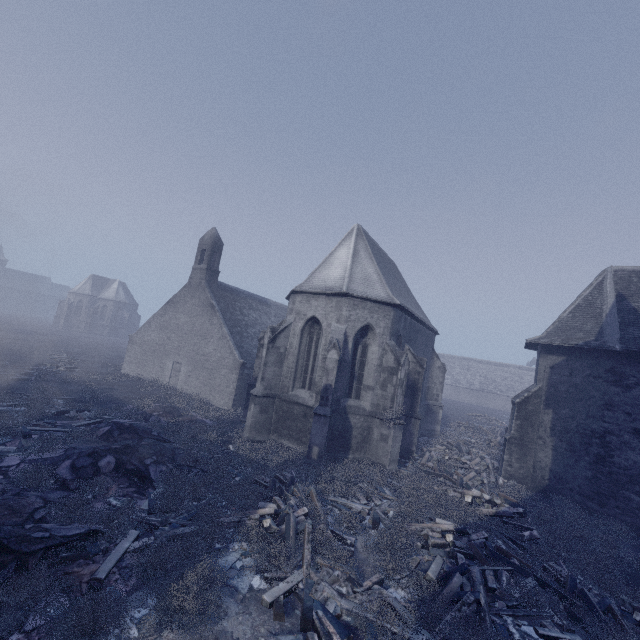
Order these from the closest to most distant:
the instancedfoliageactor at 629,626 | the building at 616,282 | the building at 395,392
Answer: the instancedfoliageactor at 629,626 → the building at 616,282 → the building at 395,392

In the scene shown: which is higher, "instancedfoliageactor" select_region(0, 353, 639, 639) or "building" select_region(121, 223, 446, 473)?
"building" select_region(121, 223, 446, 473)

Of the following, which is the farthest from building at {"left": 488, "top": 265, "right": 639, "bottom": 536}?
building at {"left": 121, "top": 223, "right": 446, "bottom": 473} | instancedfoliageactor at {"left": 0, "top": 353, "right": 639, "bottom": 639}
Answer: instancedfoliageactor at {"left": 0, "top": 353, "right": 639, "bottom": 639}

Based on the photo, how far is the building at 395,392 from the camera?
14.4 meters

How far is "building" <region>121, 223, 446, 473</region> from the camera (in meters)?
14.43

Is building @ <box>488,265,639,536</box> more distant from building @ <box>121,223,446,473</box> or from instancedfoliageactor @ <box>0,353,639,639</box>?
instancedfoliageactor @ <box>0,353,639,639</box>

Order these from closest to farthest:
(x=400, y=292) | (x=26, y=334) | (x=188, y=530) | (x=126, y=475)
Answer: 1. (x=188, y=530)
2. (x=126, y=475)
3. (x=400, y=292)
4. (x=26, y=334)

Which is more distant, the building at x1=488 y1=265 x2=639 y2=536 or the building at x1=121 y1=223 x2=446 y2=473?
the building at x1=121 y1=223 x2=446 y2=473
